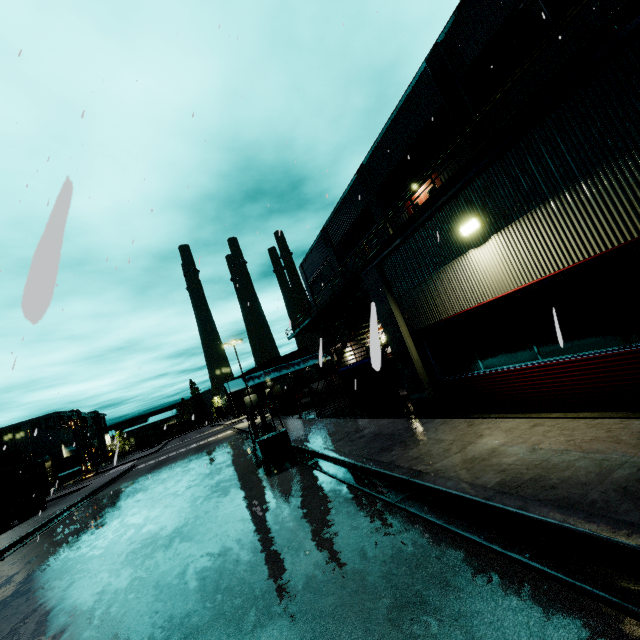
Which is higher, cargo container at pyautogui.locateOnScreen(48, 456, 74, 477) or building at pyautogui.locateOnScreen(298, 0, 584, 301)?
building at pyautogui.locateOnScreen(298, 0, 584, 301)

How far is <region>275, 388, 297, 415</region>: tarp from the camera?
23.12m

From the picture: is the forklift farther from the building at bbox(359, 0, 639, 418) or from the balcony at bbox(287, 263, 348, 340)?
the building at bbox(359, 0, 639, 418)

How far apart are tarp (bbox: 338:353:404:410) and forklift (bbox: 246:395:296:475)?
3.3m

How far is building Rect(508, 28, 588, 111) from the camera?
10.7m

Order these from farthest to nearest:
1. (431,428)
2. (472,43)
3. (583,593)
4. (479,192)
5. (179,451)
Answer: (179,451) → (472,43) → (431,428) → (479,192) → (583,593)

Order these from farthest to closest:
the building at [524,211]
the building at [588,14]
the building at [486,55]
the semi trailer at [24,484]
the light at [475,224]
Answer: the semi trailer at [24,484]
the building at [486,55]
the building at [588,14]
the light at [475,224]
the building at [524,211]

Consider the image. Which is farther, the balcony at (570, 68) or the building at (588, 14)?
the building at (588, 14)
